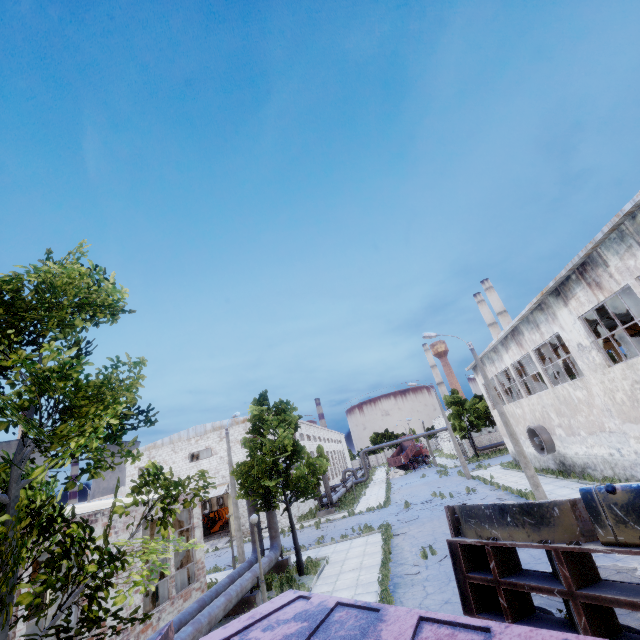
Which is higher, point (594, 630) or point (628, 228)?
A: point (628, 228)

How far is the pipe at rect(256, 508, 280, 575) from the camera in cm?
1505

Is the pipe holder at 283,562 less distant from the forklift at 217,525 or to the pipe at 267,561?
the pipe at 267,561

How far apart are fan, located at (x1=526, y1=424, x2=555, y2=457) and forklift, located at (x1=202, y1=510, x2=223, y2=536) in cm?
3594

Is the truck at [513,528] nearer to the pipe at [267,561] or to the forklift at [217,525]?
the pipe at [267,561]

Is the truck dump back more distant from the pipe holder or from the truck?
the pipe holder

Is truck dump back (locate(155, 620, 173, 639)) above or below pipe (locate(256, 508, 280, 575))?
above

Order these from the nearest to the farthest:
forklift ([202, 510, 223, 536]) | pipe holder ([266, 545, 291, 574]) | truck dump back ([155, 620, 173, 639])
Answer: truck dump back ([155, 620, 173, 639]) → pipe holder ([266, 545, 291, 574]) → forklift ([202, 510, 223, 536])
